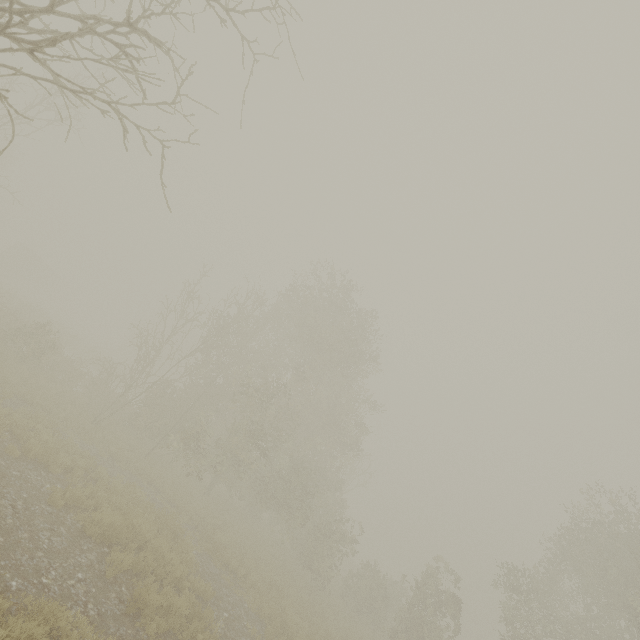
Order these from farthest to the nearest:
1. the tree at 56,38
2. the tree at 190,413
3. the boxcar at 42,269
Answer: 1. the boxcar at 42,269
2. the tree at 190,413
3. the tree at 56,38

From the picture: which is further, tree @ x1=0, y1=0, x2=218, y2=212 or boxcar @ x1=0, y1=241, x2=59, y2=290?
boxcar @ x1=0, y1=241, x2=59, y2=290

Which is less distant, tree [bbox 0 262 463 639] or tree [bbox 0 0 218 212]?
tree [bbox 0 0 218 212]

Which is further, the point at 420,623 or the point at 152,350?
the point at 152,350

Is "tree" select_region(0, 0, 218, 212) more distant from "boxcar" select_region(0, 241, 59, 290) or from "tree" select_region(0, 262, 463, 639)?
"boxcar" select_region(0, 241, 59, 290)

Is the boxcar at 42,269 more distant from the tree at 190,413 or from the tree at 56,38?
the tree at 190,413

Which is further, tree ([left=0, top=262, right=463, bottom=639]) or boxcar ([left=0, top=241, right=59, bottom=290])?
boxcar ([left=0, top=241, right=59, bottom=290])
